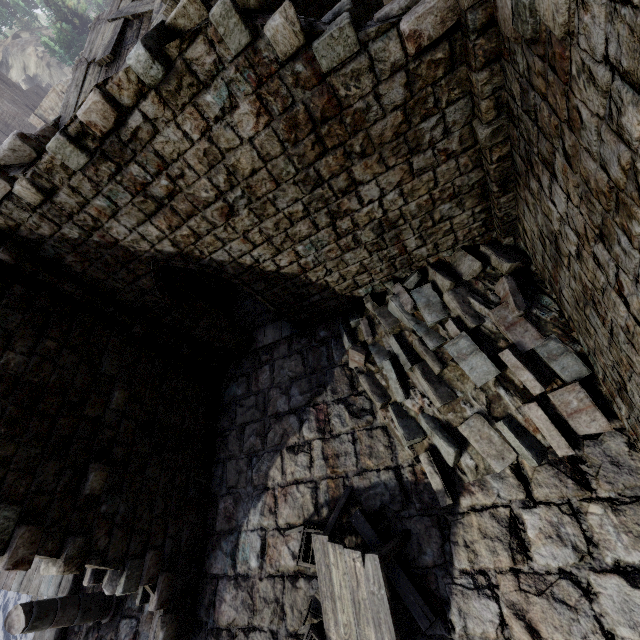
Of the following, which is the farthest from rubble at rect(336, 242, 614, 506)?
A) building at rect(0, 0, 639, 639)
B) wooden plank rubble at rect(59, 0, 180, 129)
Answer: wooden plank rubble at rect(59, 0, 180, 129)

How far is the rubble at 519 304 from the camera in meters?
5.2 m

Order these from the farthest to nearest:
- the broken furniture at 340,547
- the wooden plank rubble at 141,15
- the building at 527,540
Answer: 1. the wooden plank rubble at 141,15
2. the broken furniture at 340,547
3. the building at 527,540

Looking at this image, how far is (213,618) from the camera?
7.0 meters

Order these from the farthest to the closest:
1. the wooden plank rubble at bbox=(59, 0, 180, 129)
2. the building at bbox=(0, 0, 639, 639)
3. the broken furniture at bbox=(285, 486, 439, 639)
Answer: the wooden plank rubble at bbox=(59, 0, 180, 129) → the broken furniture at bbox=(285, 486, 439, 639) → the building at bbox=(0, 0, 639, 639)

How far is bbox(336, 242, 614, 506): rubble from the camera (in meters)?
5.16

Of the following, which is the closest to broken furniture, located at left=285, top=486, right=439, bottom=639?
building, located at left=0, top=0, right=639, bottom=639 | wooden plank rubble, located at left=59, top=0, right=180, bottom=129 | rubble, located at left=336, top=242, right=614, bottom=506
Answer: building, located at left=0, top=0, right=639, bottom=639

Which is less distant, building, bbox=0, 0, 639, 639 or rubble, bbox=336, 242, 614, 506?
building, bbox=0, 0, 639, 639
